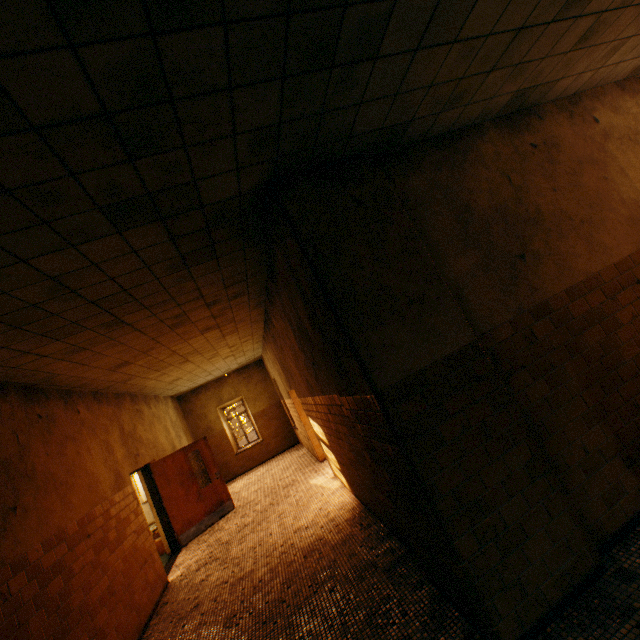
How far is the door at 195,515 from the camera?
7.76m

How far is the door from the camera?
7.8m

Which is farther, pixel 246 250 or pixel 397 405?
pixel 246 250
